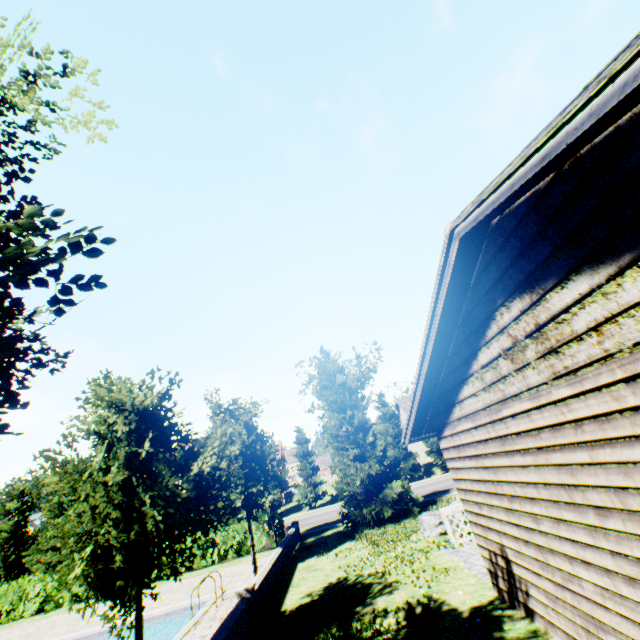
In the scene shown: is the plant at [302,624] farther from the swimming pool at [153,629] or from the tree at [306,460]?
the swimming pool at [153,629]

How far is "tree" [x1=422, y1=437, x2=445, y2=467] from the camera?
36.62m

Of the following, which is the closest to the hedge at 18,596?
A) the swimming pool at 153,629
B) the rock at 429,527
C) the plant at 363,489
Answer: the swimming pool at 153,629

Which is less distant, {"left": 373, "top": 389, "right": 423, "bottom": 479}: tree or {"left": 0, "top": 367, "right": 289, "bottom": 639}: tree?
{"left": 0, "top": 367, "right": 289, "bottom": 639}: tree

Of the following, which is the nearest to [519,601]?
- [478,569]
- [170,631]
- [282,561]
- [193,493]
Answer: [478,569]

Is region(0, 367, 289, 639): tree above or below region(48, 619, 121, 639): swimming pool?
above

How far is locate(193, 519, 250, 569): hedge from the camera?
18.7m
